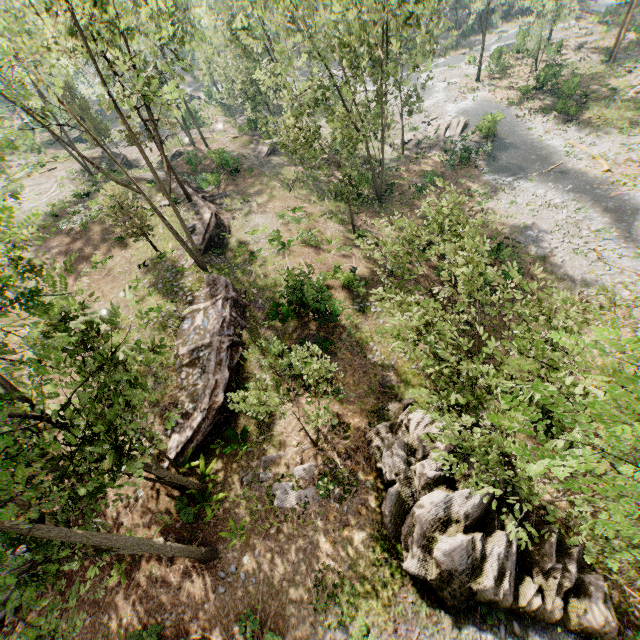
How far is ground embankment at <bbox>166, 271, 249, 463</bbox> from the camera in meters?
15.9 m

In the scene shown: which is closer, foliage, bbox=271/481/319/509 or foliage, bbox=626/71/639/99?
foliage, bbox=271/481/319/509

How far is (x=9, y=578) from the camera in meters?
3.8

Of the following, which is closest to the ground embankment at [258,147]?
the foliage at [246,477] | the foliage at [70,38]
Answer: the foliage at [70,38]

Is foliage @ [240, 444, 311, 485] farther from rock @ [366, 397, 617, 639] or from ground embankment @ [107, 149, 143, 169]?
ground embankment @ [107, 149, 143, 169]

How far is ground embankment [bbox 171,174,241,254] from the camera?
25.9 meters

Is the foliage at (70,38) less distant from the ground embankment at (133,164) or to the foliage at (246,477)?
the ground embankment at (133,164)

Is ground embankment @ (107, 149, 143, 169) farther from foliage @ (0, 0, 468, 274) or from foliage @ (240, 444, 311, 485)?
foliage @ (240, 444, 311, 485)
